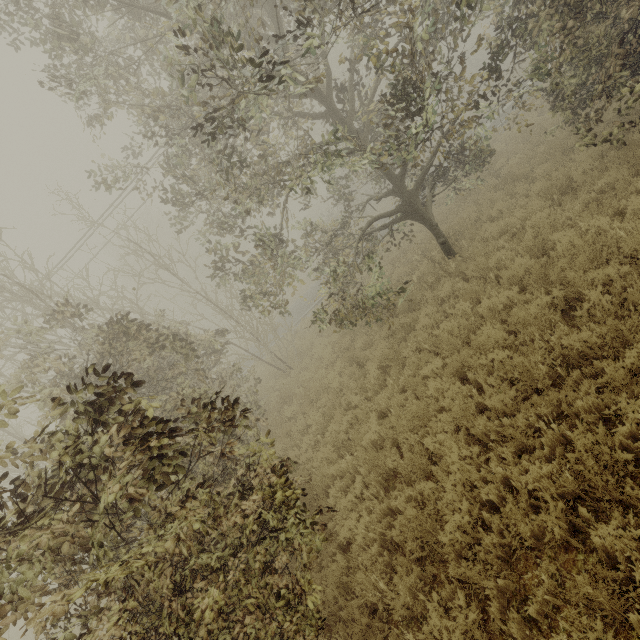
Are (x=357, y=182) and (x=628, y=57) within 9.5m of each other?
yes
